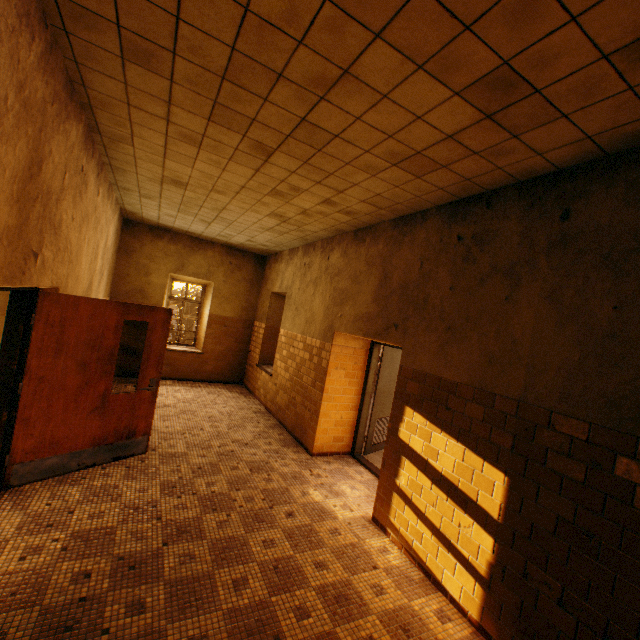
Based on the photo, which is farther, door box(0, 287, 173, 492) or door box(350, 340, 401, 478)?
door box(350, 340, 401, 478)

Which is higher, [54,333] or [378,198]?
[378,198]

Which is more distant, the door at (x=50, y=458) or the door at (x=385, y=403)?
the door at (x=385, y=403)

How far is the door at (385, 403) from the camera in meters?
5.9

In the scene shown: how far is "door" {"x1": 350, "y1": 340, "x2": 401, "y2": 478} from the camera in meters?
5.9 m
